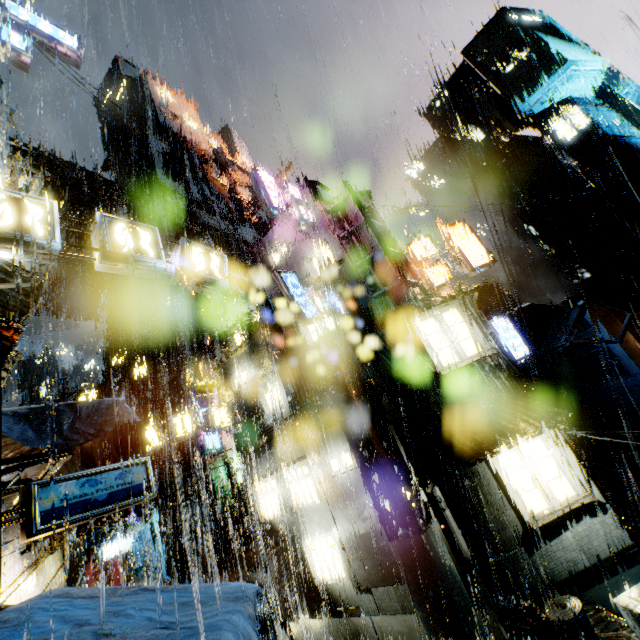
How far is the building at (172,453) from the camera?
33.6 meters

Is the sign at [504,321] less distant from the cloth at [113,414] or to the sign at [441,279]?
the sign at [441,279]

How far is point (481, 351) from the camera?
13.29m

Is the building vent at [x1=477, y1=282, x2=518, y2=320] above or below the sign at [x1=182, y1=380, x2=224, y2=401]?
above

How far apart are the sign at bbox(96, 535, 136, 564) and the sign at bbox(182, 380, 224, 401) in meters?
19.6

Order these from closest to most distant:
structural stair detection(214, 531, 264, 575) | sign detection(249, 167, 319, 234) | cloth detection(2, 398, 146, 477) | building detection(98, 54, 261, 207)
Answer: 1. cloth detection(2, 398, 146, 477)
2. sign detection(249, 167, 319, 234)
3. structural stair detection(214, 531, 264, 575)
4. building detection(98, 54, 261, 207)

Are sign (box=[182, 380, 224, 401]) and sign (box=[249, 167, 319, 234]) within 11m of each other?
yes

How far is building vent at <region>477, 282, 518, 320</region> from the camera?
36.7 meters
